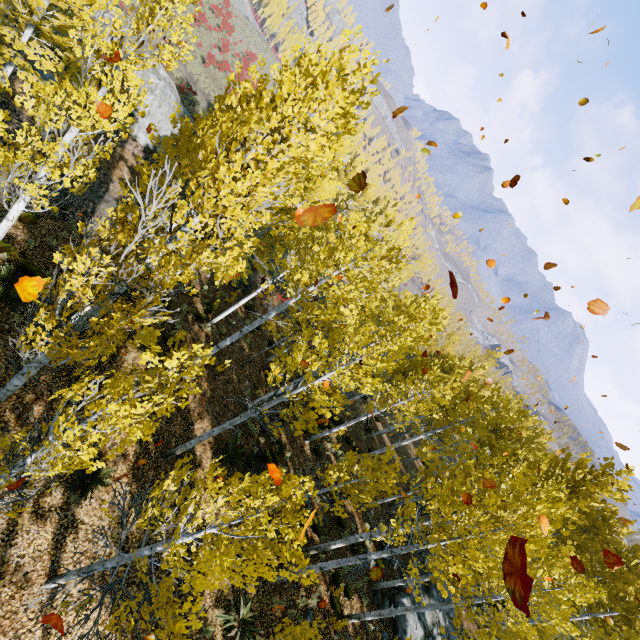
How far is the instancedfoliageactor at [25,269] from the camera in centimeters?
959cm

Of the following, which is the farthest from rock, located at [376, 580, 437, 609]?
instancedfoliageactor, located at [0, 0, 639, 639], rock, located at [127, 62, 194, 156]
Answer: rock, located at [127, 62, 194, 156]

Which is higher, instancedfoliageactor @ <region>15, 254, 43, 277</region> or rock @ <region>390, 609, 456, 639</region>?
rock @ <region>390, 609, 456, 639</region>

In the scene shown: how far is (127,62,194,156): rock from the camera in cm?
2041

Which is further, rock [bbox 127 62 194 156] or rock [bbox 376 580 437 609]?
rock [bbox 127 62 194 156]

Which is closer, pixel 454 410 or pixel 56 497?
pixel 56 497

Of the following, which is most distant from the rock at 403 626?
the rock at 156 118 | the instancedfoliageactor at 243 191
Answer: the rock at 156 118

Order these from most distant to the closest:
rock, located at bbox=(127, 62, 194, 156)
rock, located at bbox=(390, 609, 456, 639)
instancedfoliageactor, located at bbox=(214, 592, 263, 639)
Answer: rock, located at bbox=(127, 62, 194, 156), rock, located at bbox=(390, 609, 456, 639), instancedfoliageactor, located at bbox=(214, 592, 263, 639)
